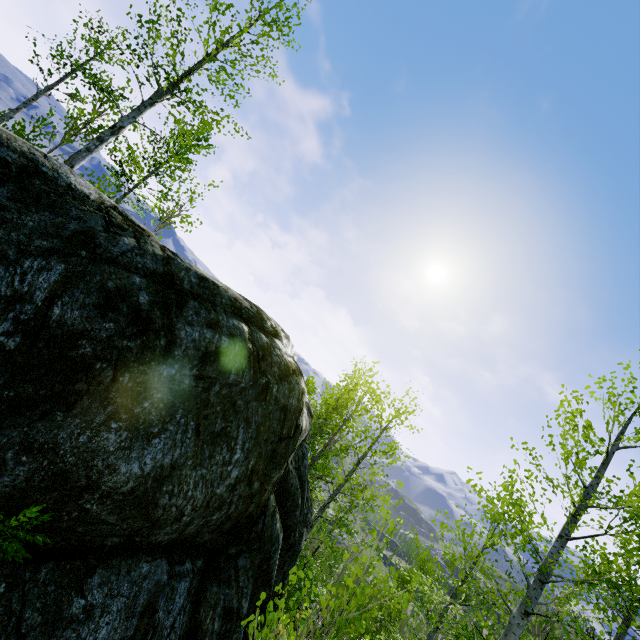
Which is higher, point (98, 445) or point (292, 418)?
point (292, 418)
